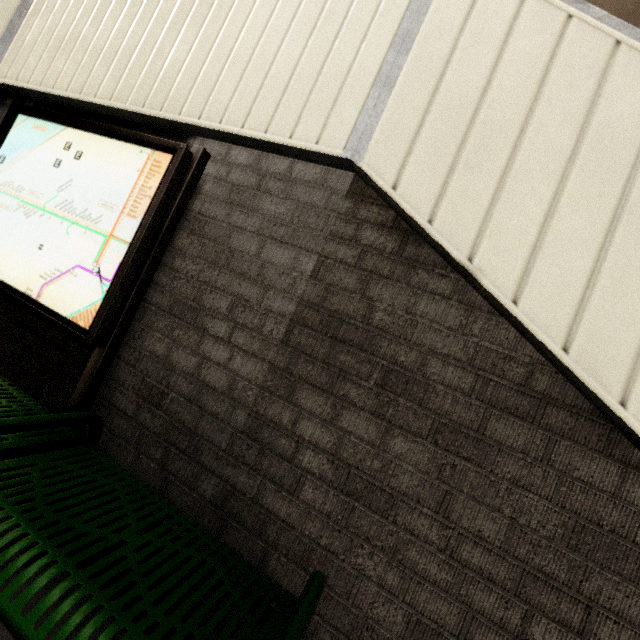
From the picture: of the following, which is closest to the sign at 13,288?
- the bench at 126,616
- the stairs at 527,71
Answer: the bench at 126,616

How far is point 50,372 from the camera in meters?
1.8

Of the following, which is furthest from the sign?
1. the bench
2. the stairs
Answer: the stairs

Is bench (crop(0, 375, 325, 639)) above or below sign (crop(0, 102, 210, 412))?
below

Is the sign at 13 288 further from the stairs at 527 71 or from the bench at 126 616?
the stairs at 527 71

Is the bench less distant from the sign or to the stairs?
the sign
